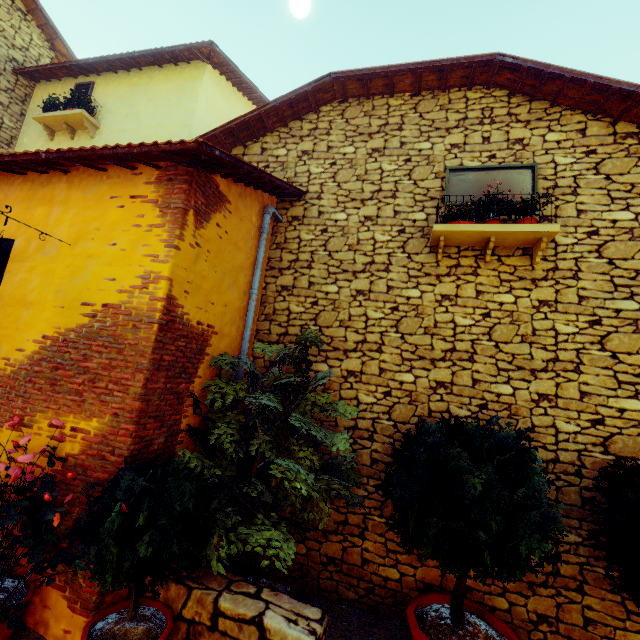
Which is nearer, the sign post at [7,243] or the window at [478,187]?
the sign post at [7,243]

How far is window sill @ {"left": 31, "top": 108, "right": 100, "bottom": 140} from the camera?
7.3 meters

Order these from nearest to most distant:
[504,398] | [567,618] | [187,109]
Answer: [567,618], [504,398], [187,109]

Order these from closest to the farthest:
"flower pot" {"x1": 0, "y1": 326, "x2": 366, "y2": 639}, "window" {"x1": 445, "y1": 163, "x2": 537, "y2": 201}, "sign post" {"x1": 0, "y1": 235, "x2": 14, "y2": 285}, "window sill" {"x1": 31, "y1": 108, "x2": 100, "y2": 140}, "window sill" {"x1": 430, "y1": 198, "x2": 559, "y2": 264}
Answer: "flower pot" {"x1": 0, "y1": 326, "x2": 366, "y2": 639} < "sign post" {"x1": 0, "y1": 235, "x2": 14, "y2": 285} < "window sill" {"x1": 430, "y1": 198, "x2": 559, "y2": 264} < "window" {"x1": 445, "y1": 163, "x2": 537, "y2": 201} < "window sill" {"x1": 31, "y1": 108, "x2": 100, "y2": 140}

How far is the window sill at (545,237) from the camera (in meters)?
4.14

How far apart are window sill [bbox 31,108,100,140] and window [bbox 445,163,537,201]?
7.9m

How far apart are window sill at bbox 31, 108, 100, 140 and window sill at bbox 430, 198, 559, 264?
8.1m

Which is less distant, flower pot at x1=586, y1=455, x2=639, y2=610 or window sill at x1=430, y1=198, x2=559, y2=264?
flower pot at x1=586, y1=455, x2=639, y2=610
